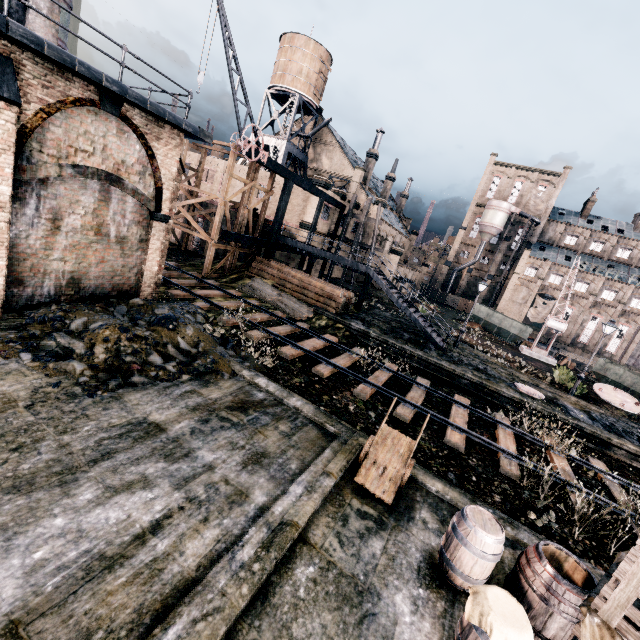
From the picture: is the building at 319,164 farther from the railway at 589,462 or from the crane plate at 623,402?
the crane plate at 623,402

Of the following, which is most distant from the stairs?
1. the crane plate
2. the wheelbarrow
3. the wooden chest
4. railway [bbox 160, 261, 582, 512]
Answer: the wooden chest

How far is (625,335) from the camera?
59.8m

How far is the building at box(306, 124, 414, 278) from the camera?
40.63m

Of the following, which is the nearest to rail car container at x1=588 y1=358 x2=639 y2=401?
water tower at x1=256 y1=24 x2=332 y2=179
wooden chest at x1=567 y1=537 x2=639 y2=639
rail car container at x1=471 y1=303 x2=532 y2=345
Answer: rail car container at x1=471 y1=303 x2=532 y2=345

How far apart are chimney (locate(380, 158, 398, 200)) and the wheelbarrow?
56.3m

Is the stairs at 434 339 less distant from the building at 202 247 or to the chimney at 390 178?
the building at 202 247

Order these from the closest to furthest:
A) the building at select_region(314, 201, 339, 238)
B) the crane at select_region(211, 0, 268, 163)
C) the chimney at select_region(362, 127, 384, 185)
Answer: the crane at select_region(211, 0, 268, 163)
the building at select_region(314, 201, 339, 238)
the chimney at select_region(362, 127, 384, 185)
